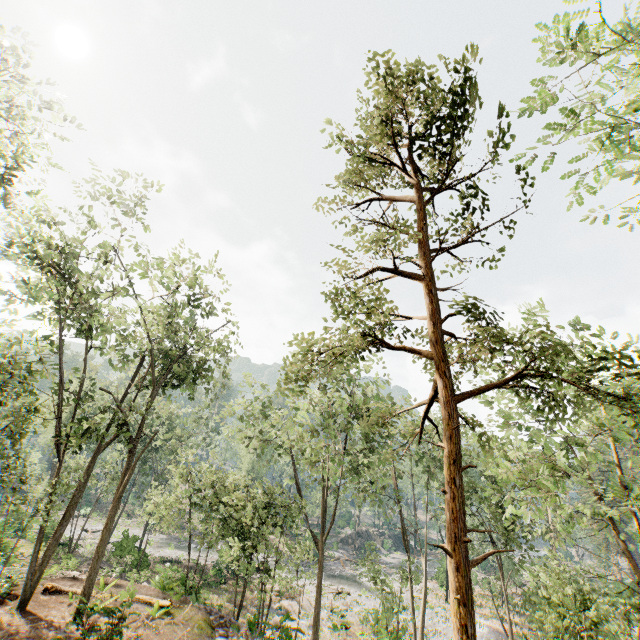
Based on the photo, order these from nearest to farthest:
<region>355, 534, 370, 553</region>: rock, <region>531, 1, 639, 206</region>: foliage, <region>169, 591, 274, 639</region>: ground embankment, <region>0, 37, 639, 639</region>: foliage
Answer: <region>0, 37, 639, 639</region>: foliage
<region>531, 1, 639, 206</region>: foliage
<region>169, 591, 274, 639</region>: ground embankment
<region>355, 534, 370, 553</region>: rock

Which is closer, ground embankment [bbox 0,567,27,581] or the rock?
ground embankment [bbox 0,567,27,581]

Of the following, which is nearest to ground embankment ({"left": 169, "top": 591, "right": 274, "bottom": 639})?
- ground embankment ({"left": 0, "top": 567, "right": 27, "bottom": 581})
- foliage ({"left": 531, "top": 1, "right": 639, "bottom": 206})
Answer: foliage ({"left": 531, "top": 1, "right": 639, "bottom": 206})

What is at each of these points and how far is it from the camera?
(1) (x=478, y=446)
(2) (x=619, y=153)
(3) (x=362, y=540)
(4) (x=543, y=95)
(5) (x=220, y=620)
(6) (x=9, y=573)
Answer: (1) foliage, 43.3m
(2) foliage, 8.2m
(3) rock, 58.1m
(4) foliage, 10.2m
(5) ground embankment, 16.8m
(6) ground embankment, 15.5m

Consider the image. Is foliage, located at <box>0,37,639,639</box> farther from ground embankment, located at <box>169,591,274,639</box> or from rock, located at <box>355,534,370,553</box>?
rock, located at <box>355,534,370,553</box>

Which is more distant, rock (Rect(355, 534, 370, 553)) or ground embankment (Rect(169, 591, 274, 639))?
rock (Rect(355, 534, 370, 553))

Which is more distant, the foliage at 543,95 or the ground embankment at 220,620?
the ground embankment at 220,620

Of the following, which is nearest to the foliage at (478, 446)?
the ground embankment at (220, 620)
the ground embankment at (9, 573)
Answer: the ground embankment at (220, 620)
